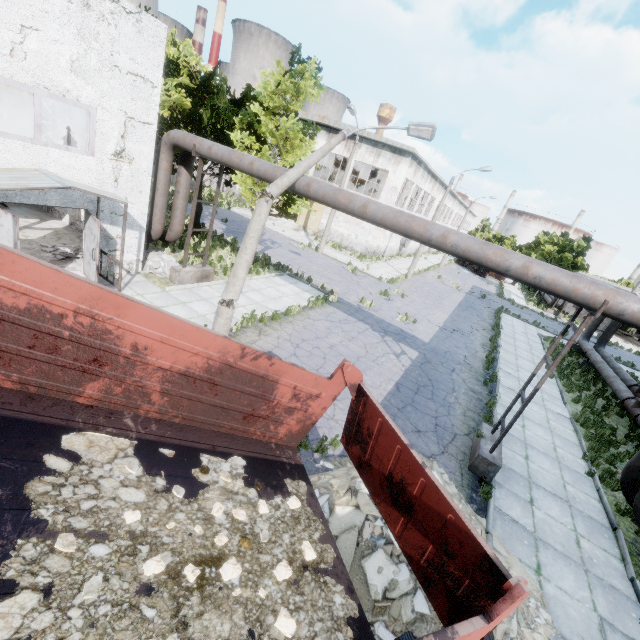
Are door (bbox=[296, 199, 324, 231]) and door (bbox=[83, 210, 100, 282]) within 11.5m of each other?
no

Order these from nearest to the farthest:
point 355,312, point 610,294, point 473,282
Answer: point 610,294 → point 355,312 → point 473,282

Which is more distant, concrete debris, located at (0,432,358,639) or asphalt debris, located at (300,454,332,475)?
asphalt debris, located at (300,454,332,475)

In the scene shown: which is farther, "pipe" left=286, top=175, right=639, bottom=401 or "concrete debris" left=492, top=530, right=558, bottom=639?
"pipe" left=286, top=175, right=639, bottom=401

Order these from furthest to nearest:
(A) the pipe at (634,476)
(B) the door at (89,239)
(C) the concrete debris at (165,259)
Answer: (C) the concrete debris at (165,259), (B) the door at (89,239), (A) the pipe at (634,476)

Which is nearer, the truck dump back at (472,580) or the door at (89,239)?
the truck dump back at (472,580)

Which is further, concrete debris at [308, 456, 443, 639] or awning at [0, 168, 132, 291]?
awning at [0, 168, 132, 291]

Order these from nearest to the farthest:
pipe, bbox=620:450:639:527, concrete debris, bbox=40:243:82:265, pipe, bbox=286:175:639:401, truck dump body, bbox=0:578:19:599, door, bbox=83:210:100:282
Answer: truck dump body, bbox=0:578:19:599 < pipe, bbox=286:175:639:401 < pipe, bbox=620:450:639:527 < door, bbox=83:210:100:282 < concrete debris, bbox=40:243:82:265
